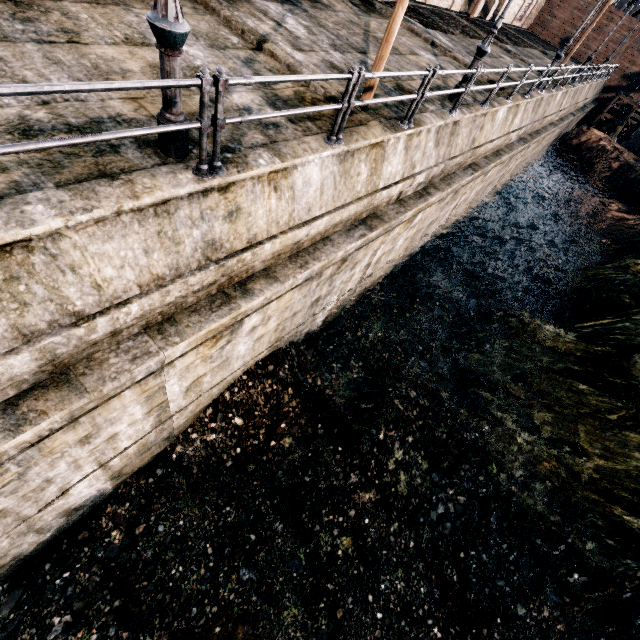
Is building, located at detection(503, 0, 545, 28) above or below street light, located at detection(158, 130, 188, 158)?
above

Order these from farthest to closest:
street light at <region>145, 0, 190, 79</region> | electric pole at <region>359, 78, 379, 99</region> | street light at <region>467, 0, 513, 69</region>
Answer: street light at <region>467, 0, 513, 69</region>, electric pole at <region>359, 78, 379, 99</region>, street light at <region>145, 0, 190, 79</region>

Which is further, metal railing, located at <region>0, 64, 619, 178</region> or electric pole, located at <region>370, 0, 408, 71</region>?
electric pole, located at <region>370, 0, 408, 71</region>

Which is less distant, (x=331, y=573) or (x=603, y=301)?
(x=331, y=573)

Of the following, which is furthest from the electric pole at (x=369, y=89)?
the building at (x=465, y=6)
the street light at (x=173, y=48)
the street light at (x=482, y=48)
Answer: the street light at (x=173, y=48)

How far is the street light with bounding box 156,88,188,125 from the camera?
Result: 4.2 meters

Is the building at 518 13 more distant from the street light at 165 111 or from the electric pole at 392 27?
the street light at 165 111
